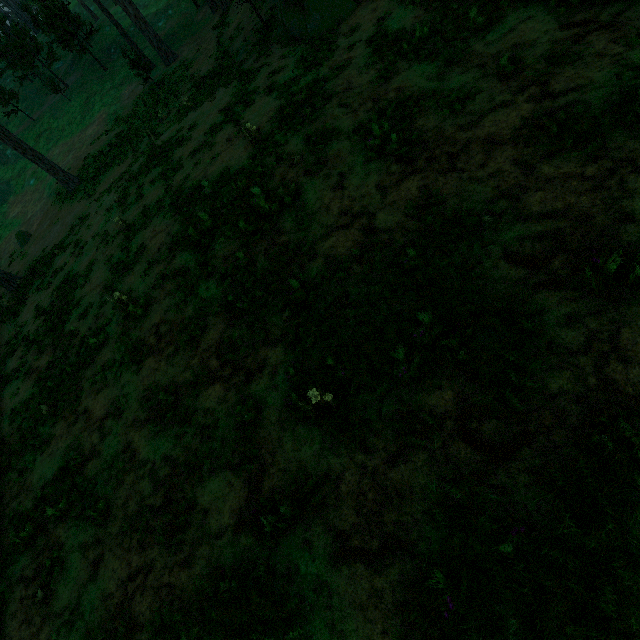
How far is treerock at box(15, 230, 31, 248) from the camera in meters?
27.6 m

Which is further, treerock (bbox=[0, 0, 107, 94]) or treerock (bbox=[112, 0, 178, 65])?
treerock (bbox=[0, 0, 107, 94])

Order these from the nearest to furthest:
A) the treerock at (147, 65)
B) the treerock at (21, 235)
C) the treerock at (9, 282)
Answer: the treerock at (9, 282), the treerock at (147, 65), the treerock at (21, 235)

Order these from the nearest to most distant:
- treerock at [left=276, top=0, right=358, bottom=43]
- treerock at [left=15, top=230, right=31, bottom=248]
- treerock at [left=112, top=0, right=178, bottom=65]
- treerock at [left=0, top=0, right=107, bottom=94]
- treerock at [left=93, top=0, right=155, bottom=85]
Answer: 1. treerock at [left=276, top=0, right=358, bottom=43]
2. treerock at [left=93, top=0, right=155, bottom=85]
3. treerock at [left=15, top=230, right=31, bottom=248]
4. treerock at [left=112, top=0, right=178, bottom=65]
5. treerock at [left=0, top=0, right=107, bottom=94]

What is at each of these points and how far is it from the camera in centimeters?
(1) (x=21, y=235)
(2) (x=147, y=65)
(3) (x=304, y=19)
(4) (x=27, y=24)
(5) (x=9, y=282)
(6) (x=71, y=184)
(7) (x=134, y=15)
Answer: (1) treerock, 2769cm
(2) treerock, 2744cm
(3) treerock, 1559cm
(4) treerock, 5909cm
(5) treerock, 2327cm
(6) treerock, 2656cm
(7) treerock, 2856cm

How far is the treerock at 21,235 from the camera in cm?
2759
